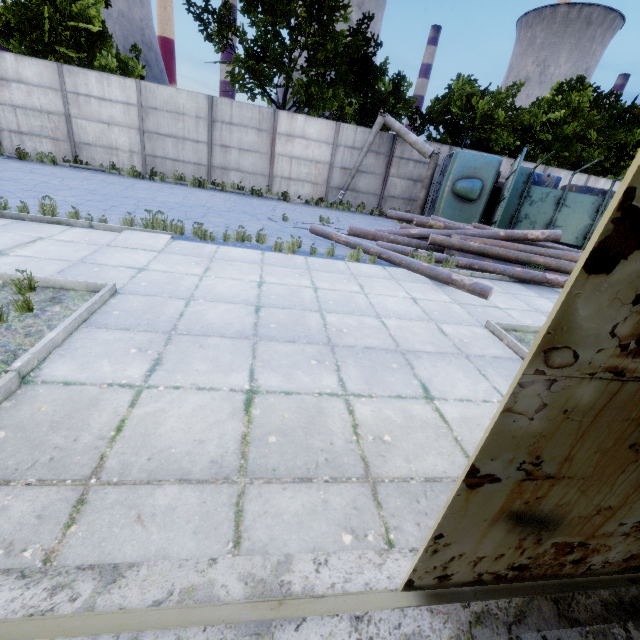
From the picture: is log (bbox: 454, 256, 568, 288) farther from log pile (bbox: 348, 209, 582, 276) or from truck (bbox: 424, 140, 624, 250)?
truck (bbox: 424, 140, 624, 250)

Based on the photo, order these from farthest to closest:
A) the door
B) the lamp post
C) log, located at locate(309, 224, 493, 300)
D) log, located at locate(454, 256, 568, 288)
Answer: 1. the lamp post
2. log, located at locate(454, 256, 568, 288)
3. log, located at locate(309, 224, 493, 300)
4. the door

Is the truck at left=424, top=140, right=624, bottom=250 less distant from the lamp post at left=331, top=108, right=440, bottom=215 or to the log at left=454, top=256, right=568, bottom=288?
the lamp post at left=331, top=108, right=440, bottom=215

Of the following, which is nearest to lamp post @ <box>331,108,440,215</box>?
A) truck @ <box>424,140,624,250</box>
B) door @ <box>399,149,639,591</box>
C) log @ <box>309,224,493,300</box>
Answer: truck @ <box>424,140,624,250</box>

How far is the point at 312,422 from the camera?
3.0 meters

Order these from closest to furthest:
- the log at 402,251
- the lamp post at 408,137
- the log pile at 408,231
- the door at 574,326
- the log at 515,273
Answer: the door at 574,326
the log at 402,251
the log at 515,273
the log pile at 408,231
the lamp post at 408,137

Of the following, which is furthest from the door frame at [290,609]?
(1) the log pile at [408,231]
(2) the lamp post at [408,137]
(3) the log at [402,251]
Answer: (2) the lamp post at [408,137]

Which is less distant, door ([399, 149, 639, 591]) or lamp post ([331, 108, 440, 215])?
door ([399, 149, 639, 591])
